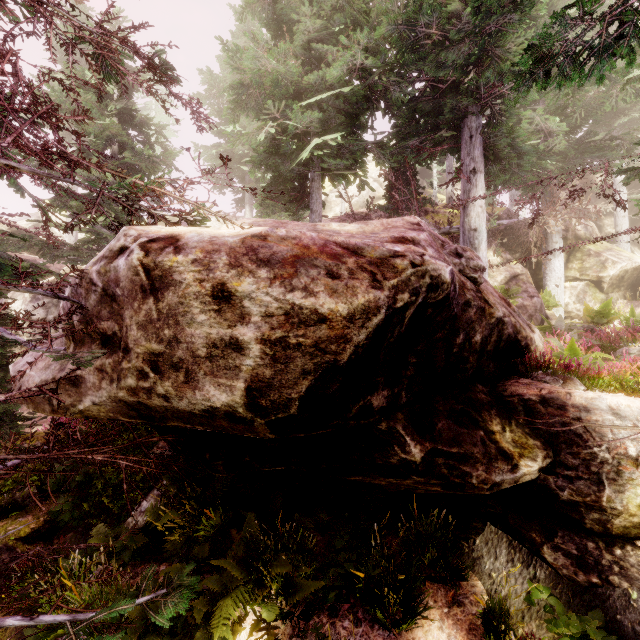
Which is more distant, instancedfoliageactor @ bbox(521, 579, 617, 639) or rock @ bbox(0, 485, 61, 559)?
rock @ bbox(0, 485, 61, 559)

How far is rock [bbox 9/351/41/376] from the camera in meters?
4.7 m

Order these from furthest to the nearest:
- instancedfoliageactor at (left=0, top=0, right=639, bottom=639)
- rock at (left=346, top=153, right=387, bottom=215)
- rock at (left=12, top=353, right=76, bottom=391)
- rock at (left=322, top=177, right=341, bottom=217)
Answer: rock at (left=346, top=153, right=387, bottom=215) → rock at (left=322, top=177, right=341, bottom=217) → rock at (left=12, top=353, right=76, bottom=391) → instancedfoliageactor at (left=0, top=0, right=639, bottom=639)

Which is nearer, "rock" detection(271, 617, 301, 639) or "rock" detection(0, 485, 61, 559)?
"rock" detection(271, 617, 301, 639)

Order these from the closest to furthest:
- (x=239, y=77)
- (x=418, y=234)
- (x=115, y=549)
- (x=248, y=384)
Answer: (x=248, y=384) → (x=418, y=234) → (x=115, y=549) → (x=239, y=77)

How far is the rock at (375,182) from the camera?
41.78m

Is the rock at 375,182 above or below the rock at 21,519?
above
